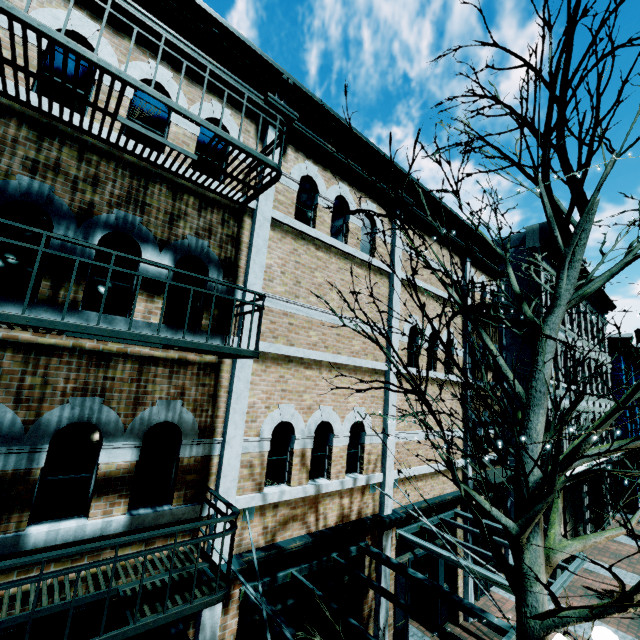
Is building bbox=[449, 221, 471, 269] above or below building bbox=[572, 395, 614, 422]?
above

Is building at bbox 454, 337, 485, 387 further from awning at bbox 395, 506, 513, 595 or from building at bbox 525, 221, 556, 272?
building at bbox 525, 221, 556, 272

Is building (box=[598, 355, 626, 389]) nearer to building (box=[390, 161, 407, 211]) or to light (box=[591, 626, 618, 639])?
building (box=[390, 161, 407, 211])

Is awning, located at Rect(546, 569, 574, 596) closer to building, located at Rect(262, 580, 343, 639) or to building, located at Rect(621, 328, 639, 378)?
building, located at Rect(262, 580, 343, 639)

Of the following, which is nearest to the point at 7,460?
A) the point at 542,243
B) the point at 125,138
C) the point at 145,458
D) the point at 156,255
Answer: the point at 145,458

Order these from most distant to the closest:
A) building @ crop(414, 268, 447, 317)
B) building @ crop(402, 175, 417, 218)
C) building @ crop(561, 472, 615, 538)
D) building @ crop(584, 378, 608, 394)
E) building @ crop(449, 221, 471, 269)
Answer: building @ crop(584, 378, 608, 394) → building @ crop(561, 472, 615, 538) → building @ crop(449, 221, 471, 269) → building @ crop(414, 268, 447, 317) → building @ crop(402, 175, 417, 218)

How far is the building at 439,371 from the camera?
9.1m

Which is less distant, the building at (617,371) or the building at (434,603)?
the building at (434,603)
